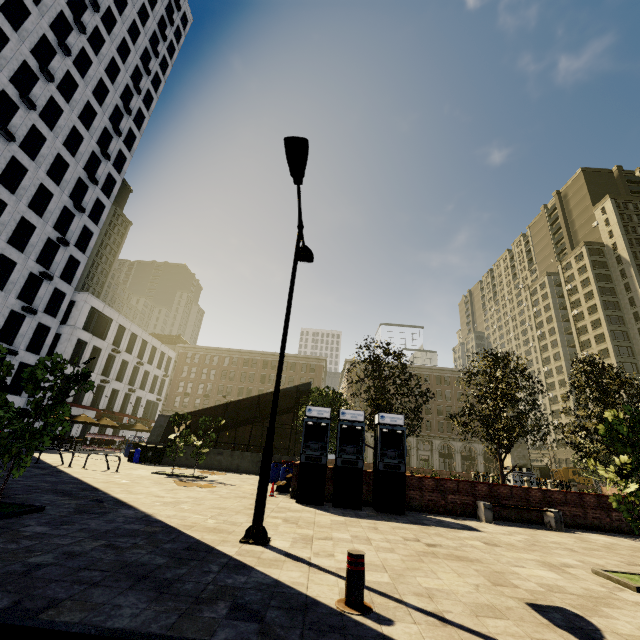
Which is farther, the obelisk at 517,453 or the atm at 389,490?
the obelisk at 517,453

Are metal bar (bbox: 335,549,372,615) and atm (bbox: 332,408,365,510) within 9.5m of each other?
yes

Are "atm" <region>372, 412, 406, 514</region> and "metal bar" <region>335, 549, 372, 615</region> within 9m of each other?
yes

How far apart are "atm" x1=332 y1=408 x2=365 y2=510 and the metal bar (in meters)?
7.51

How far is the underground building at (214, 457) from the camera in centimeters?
2144cm

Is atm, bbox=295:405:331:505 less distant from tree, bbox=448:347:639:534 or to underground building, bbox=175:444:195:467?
tree, bbox=448:347:639:534

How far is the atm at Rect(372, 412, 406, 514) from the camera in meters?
11.1

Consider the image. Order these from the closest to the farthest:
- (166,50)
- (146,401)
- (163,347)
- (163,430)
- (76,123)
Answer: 1. (163,430)
2. (76,123)
3. (166,50)
4. (146,401)
5. (163,347)
